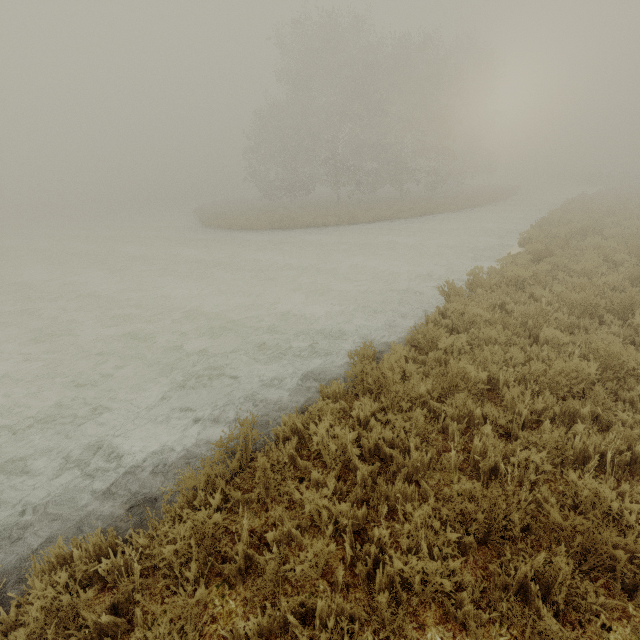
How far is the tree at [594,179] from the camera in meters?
35.6

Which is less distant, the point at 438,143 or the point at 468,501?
the point at 468,501

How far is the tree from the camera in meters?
35.6
